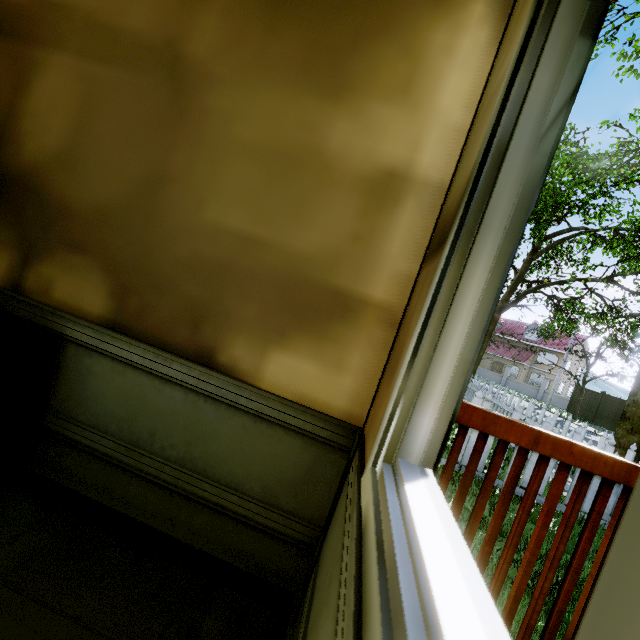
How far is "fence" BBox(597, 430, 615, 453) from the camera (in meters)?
3.87

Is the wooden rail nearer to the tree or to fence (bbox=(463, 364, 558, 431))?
fence (bbox=(463, 364, 558, 431))

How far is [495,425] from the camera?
1.03m

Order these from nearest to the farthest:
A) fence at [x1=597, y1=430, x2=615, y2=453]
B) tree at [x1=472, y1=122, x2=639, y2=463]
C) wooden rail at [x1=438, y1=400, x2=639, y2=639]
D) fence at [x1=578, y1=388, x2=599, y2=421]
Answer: wooden rail at [x1=438, y1=400, x2=639, y2=639] → fence at [x1=597, y1=430, x2=615, y2=453] → tree at [x1=472, y1=122, x2=639, y2=463] → fence at [x1=578, y1=388, x2=599, y2=421]

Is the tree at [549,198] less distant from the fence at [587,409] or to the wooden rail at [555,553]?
the fence at [587,409]

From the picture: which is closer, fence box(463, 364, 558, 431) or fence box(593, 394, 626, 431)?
fence box(463, 364, 558, 431)

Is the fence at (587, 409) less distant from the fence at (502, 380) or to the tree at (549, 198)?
the tree at (549, 198)

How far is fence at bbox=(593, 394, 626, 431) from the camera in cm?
2272
